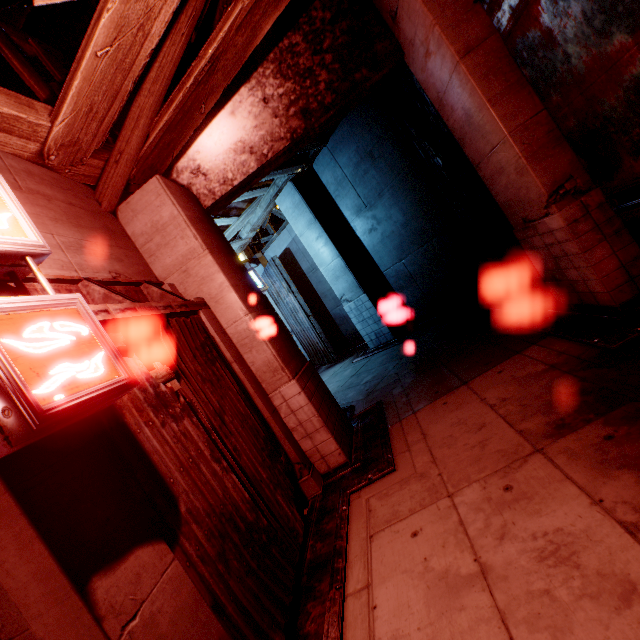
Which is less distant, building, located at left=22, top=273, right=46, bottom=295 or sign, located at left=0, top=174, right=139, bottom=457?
sign, located at left=0, top=174, right=139, bottom=457

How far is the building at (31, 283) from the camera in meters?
2.7 m

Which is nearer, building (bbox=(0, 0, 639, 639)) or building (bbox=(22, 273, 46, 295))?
building (bbox=(0, 0, 639, 639))

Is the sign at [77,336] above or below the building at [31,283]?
below

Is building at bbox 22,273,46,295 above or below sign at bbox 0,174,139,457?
above

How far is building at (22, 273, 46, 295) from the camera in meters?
2.7 m

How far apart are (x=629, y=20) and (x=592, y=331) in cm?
300
